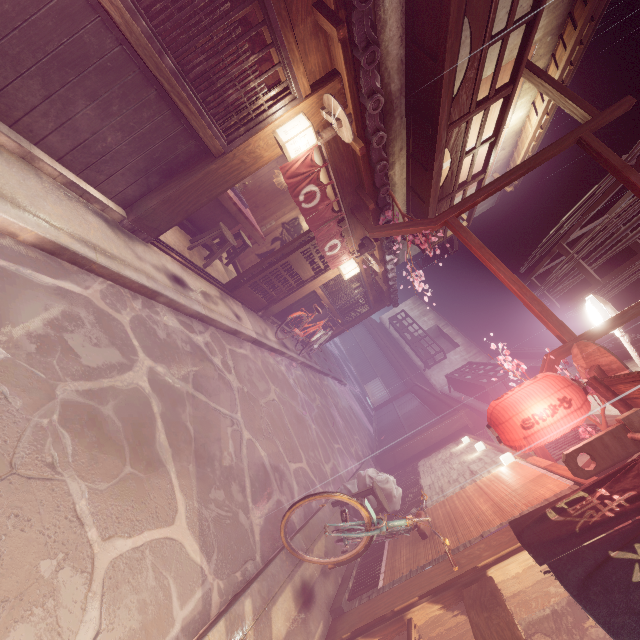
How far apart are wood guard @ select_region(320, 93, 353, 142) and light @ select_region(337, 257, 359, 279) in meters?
6.4

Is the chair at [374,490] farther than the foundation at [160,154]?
Answer: Yes

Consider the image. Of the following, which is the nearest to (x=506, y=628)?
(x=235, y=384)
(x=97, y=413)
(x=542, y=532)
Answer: (x=542, y=532)

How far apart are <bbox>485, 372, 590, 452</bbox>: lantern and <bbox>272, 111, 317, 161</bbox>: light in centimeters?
725cm

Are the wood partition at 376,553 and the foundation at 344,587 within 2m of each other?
yes

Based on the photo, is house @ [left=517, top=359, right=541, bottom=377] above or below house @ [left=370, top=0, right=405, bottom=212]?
above

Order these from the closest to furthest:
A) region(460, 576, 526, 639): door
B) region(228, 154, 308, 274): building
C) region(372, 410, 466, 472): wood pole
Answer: region(460, 576, 526, 639): door
region(228, 154, 308, 274): building
region(372, 410, 466, 472): wood pole

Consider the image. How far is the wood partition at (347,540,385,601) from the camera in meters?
6.4 m
